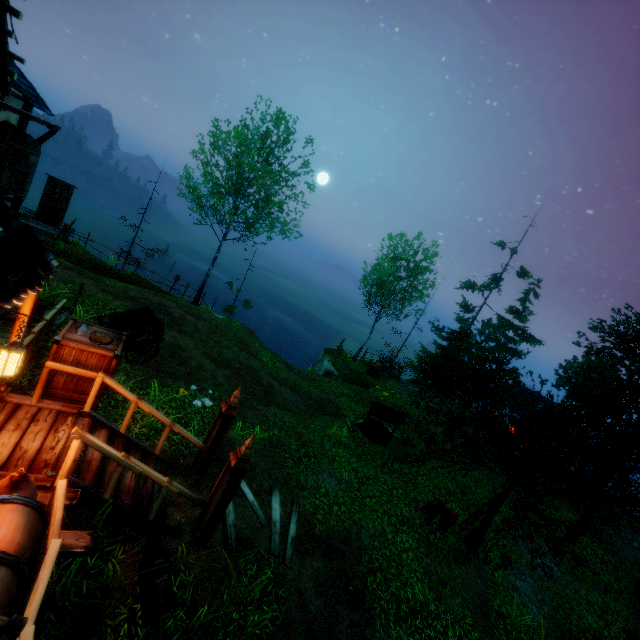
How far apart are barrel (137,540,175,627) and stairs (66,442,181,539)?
0.2 meters

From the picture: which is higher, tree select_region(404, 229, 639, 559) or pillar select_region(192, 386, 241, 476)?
tree select_region(404, 229, 639, 559)

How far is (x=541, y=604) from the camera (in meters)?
10.96

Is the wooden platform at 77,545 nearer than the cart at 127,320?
Yes

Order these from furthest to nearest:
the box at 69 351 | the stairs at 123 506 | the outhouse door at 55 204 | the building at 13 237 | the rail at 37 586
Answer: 1. the outhouse door at 55 204
2. the box at 69 351
3. the stairs at 123 506
4. the building at 13 237
5. the rail at 37 586

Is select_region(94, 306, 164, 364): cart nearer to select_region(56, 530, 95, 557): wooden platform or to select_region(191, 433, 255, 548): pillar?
select_region(56, 530, 95, 557): wooden platform

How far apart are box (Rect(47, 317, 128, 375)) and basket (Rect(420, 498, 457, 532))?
10.6 meters

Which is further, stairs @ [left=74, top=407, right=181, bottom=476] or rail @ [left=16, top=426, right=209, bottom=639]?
stairs @ [left=74, top=407, right=181, bottom=476]
